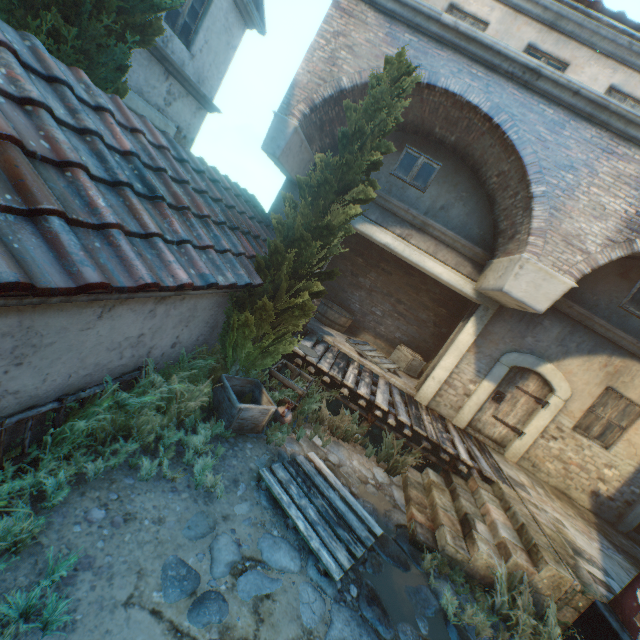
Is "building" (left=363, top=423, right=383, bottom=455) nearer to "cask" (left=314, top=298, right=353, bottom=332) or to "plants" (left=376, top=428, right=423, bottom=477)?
"cask" (left=314, top=298, right=353, bottom=332)

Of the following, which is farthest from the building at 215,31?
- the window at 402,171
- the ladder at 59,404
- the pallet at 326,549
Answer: the pallet at 326,549

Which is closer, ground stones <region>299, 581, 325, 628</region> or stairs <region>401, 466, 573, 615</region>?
ground stones <region>299, 581, 325, 628</region>

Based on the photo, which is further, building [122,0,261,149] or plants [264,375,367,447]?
building [122,0,261,149]

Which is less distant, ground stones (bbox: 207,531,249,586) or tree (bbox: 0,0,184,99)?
ground stones (bbox: 207,531,249,586)

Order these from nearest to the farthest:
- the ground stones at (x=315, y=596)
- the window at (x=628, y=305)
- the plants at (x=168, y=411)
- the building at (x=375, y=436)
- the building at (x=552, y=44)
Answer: the plants at (x=168, y=411) → the ground stones at (x=315, y=596) → the building at (x=552, y=44) → the window at (x=628, y=305) → the building at (x=375, y=436)

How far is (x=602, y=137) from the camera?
5.5m

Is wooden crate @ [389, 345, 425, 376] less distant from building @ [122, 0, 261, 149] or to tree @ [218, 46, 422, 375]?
tree @ [218, 46, 422, 375]
